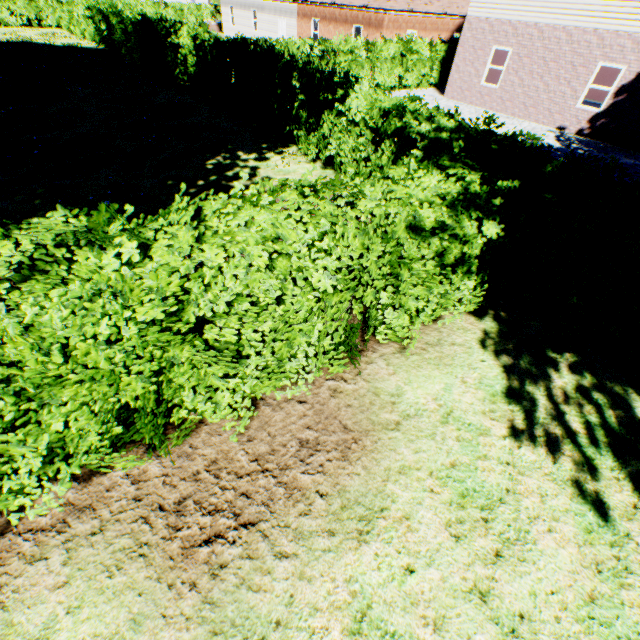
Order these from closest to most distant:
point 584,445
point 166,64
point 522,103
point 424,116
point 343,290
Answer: point 343,290
point 584,445
point 424,116
point 522,103
point 166,64
